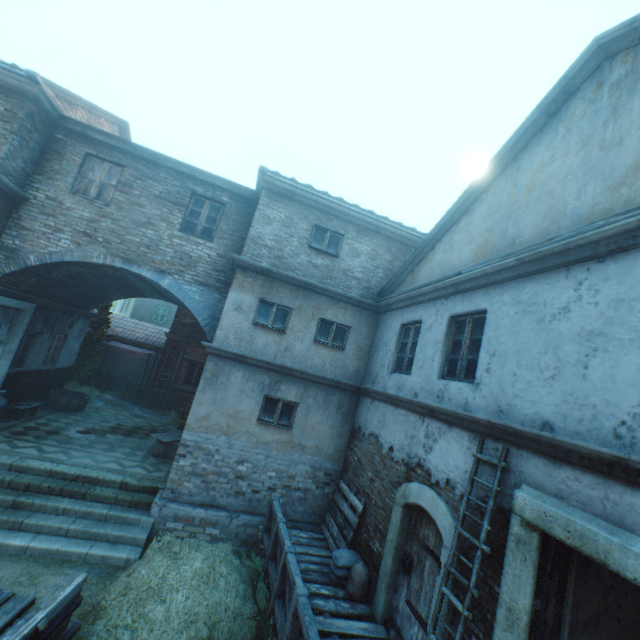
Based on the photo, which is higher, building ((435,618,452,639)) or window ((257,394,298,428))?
window ((257,394,298,428))

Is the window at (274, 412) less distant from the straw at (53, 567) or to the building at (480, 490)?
the building at (480, 490)

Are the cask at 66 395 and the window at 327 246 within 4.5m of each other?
no

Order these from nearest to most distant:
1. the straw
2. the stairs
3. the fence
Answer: the fence < the straw < the stairs

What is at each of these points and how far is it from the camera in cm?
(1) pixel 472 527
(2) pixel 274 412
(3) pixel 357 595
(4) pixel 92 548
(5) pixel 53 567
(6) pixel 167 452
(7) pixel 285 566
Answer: (1) building, 457
(2) window, 890
(3) burlap sack, 615
(4) stairs, 680
(5) straw, 628
(6) wooden crate, 1047
(7) fence, 537

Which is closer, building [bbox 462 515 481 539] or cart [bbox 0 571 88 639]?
cart [bbox 0 571 88 639]

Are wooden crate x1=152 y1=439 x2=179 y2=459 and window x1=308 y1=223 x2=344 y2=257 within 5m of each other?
no

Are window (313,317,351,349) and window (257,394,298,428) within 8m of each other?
yes
